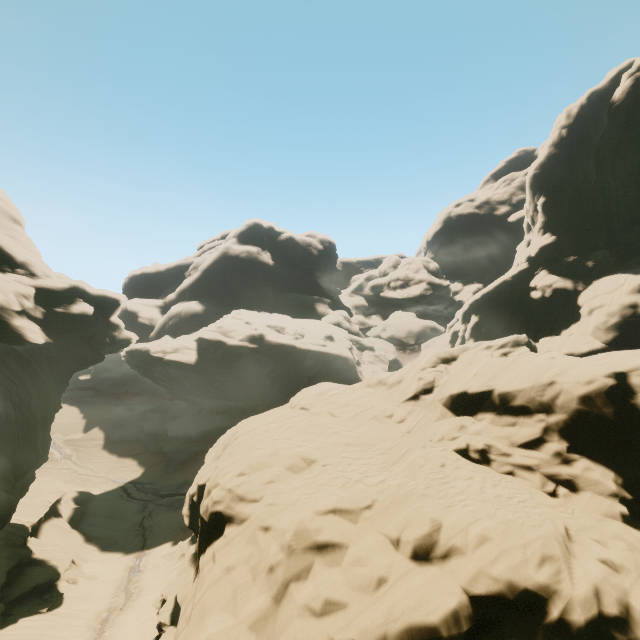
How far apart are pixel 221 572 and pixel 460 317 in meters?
48.1 m
